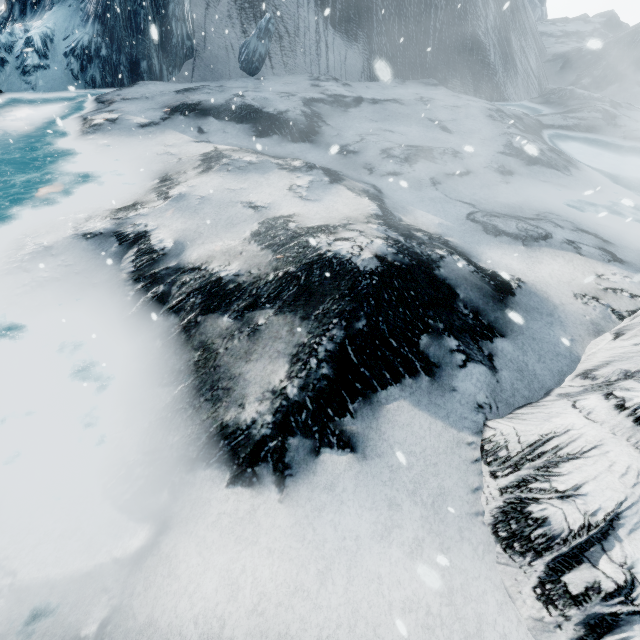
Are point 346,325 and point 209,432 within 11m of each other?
yes
